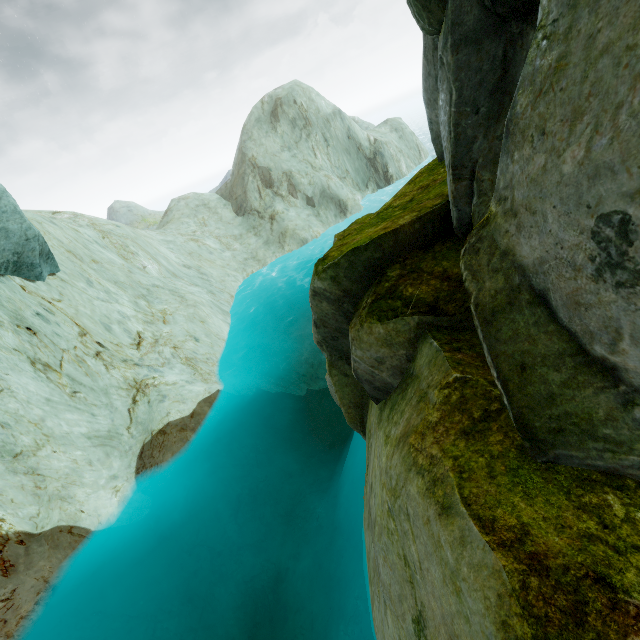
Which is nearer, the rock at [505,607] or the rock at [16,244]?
the rock at [505,607]

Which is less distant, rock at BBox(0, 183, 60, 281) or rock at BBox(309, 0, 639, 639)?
rock at BBox(309, 0, 639, 639)

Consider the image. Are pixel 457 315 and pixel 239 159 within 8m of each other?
no
